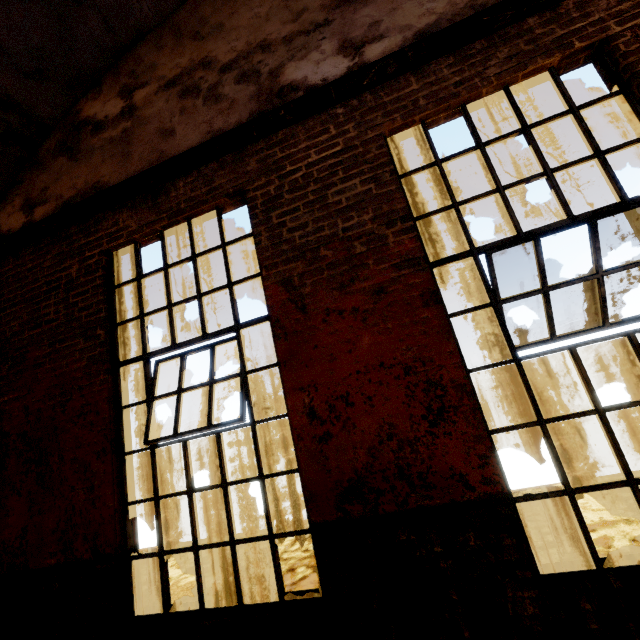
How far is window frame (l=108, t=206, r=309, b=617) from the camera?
2.6 meters

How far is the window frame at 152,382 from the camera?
2.6m

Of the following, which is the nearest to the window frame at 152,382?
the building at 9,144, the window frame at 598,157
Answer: the window frame at 598,157

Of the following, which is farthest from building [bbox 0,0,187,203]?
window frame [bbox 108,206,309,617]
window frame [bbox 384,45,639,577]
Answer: window frame [bbox 384,45,639,577]

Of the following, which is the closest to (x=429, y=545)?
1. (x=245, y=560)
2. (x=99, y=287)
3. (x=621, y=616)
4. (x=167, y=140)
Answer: (x=621, y=616)

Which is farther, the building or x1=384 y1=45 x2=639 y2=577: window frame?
the building

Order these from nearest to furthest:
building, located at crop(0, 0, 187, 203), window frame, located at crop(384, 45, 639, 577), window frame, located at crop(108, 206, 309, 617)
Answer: window frame, located at crop(384, 45, 639, 577)
window frame, located at crop(108, 206, 309, 617)
building, located at crop(0, 0, 187, 203)
